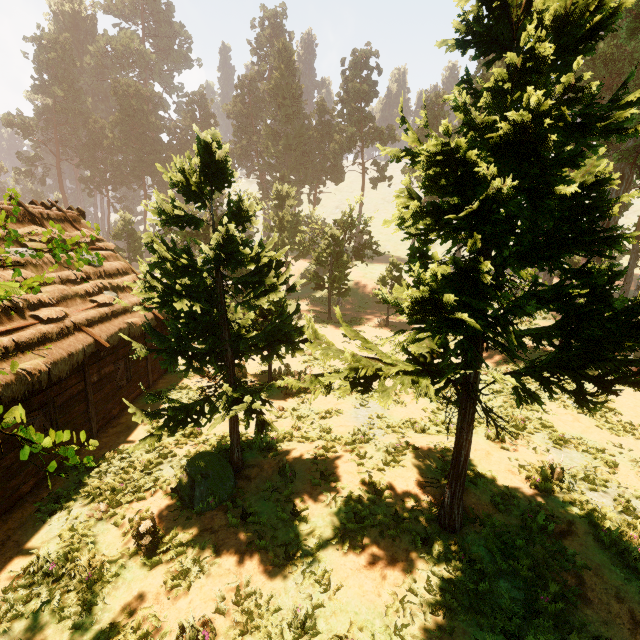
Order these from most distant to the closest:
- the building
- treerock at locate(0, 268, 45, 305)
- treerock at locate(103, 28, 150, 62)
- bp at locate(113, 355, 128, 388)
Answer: treerock at locate(103, 28, 150, 62) < bp at locate(113, 355, 128, 388) < the building < treerock at locate(0, 268, 45, 305)

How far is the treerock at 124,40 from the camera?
56.6 meters

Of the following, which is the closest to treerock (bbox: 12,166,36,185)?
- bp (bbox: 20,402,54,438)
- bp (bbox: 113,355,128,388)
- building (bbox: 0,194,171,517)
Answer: building (bbox: 0,194,171,517)

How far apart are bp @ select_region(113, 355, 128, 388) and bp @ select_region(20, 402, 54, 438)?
3.0m

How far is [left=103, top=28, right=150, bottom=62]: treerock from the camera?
56.62m

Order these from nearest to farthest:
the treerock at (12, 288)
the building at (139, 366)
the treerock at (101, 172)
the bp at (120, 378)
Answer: the treerock at (12, 288) → the treerock at (101, 172) → the building at (139, 366) → the bp at (120, 378)

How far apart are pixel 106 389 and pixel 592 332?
14.6 meters

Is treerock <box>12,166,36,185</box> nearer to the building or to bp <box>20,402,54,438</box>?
the building
